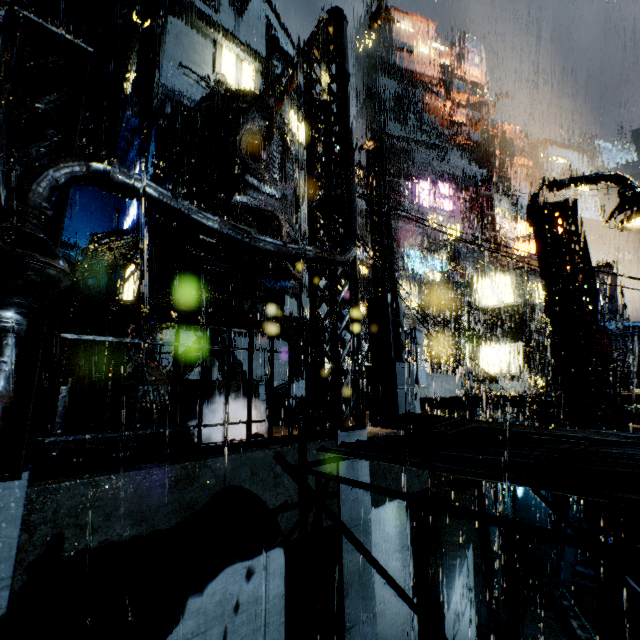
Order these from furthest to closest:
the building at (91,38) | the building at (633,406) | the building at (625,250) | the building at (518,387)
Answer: the building at (625,250), the building at (518,387), the building at (633,406), the building at (91,38)

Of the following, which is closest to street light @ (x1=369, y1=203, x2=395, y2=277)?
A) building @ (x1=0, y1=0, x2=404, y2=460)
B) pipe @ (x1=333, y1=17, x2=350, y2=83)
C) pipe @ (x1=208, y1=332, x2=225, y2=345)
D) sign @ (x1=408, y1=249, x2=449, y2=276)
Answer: building @ (x1=0, y1=0, x2=404, y2=460)

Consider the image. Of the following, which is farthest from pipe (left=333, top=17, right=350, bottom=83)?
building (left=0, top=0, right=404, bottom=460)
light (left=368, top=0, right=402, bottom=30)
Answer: light (left=368, top=0, right=402, bottom=30)

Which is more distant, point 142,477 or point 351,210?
point 351,210

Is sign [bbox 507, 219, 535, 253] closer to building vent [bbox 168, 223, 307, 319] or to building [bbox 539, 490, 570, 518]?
building [bbox 539, 490, 570, 518]

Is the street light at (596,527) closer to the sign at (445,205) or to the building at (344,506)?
the building at (344,506)

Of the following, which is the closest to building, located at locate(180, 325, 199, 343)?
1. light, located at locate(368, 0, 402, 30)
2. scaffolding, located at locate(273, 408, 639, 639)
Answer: light, located at locate(368, 0, 402, 30)

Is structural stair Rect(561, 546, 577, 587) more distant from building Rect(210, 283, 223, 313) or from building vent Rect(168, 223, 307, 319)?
building vent Rect(168, 223, 307, 319)
